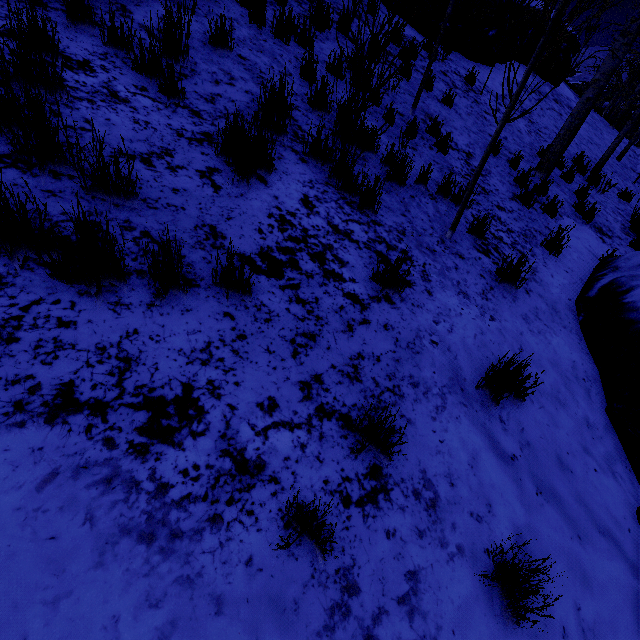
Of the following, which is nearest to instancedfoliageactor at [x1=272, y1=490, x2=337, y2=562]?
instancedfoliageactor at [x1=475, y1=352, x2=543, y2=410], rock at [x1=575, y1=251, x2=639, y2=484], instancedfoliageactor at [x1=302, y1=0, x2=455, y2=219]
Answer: rock at [x1=575, y1=251, x2=639, y2=484]

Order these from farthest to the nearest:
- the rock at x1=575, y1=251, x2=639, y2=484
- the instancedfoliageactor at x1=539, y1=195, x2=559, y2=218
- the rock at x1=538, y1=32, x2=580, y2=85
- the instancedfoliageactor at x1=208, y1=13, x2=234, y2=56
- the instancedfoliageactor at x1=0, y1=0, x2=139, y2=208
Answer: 1. the rock at x1=538, y1=32, x2=580, y2=85
2. the instancedfoliageactor at x1=539, y1=195, x2=559, y2=218
3. the instancedfoliageactor at x1=208, y1=13, x2=234, y2=56
4. the rock at x1=575, y1=251, x2=639, y2=484
5. the instancedfoliageactor at x1=0, y1=0, x2=139, y2=208

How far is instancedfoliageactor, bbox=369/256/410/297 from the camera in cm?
258

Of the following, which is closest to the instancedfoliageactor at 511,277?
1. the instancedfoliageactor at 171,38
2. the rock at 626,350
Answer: the rock at 626,350

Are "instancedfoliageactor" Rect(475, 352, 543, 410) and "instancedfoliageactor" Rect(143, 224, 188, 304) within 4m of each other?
yes

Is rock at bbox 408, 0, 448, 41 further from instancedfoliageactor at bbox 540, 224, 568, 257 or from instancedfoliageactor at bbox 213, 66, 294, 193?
instancedfoliageactor at bbox 213, 66, 294, 193

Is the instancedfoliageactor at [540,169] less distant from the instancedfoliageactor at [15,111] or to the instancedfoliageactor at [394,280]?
the instancedfoliageactor at [394,280]

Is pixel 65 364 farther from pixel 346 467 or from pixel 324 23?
pixel 324 23
